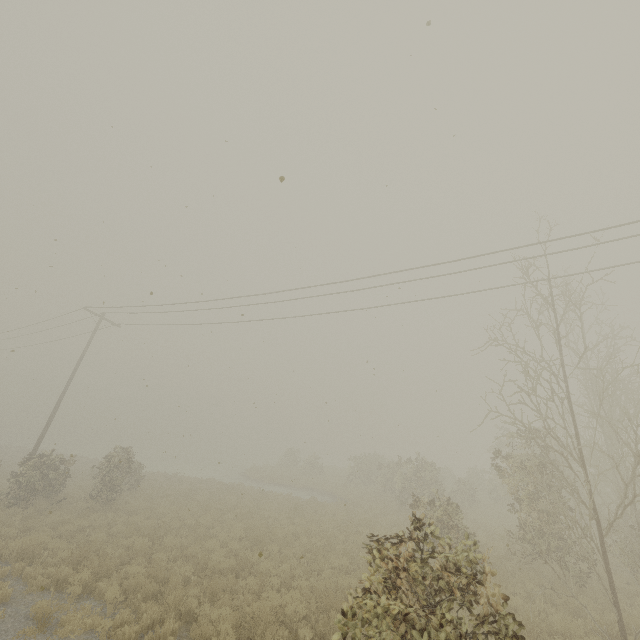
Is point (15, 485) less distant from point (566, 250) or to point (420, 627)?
point (420, 627)
